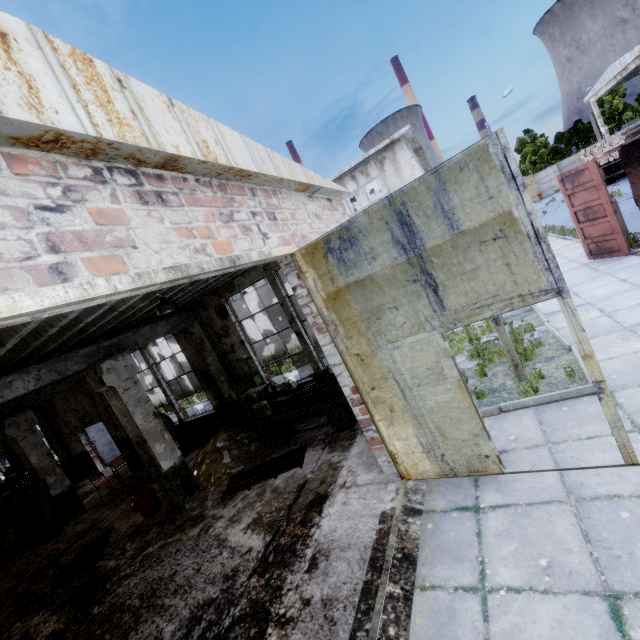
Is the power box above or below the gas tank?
above

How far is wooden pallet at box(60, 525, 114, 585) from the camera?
6.9 meters

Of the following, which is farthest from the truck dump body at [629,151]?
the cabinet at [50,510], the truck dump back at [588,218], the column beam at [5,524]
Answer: the column beam at [5,524]

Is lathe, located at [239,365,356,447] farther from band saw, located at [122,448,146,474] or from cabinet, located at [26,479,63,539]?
cabinet, located at [26,479,63,539]

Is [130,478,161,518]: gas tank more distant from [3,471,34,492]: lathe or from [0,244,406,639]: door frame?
[3,471,34,492]: lathe

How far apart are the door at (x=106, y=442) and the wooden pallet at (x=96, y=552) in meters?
8.6 m

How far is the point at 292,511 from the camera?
5.55m

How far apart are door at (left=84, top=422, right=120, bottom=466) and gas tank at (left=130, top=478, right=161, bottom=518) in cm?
946
